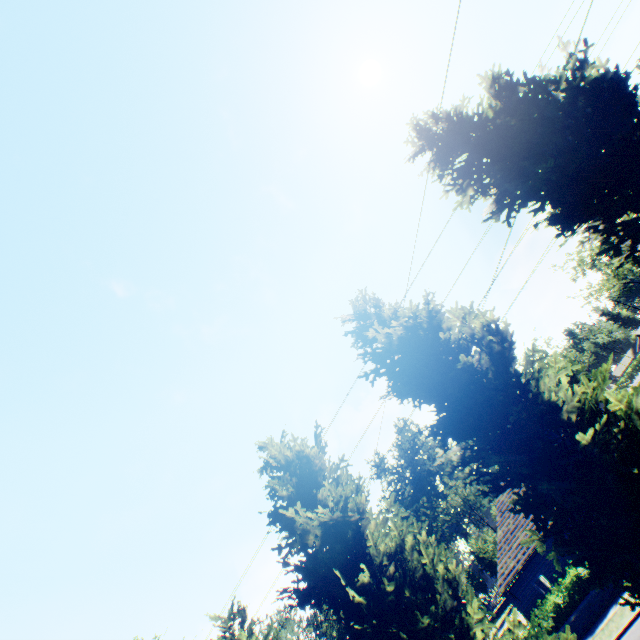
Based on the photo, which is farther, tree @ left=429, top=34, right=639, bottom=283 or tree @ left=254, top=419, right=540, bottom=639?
tree @ left=254, top=419, right=540, bottom=639

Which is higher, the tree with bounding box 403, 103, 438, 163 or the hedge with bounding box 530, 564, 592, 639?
the tree with bounding box 403, 103, 438, 163

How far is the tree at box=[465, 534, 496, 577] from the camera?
44.8m

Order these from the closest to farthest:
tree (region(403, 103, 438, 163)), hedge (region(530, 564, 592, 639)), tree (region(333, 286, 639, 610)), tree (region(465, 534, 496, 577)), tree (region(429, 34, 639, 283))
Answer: tree (region(333, 286, 639, 610))
tree (region(429, 34, 639, 283))
tree (region(403, 103, 438, 163))
hedge (region(530, 564, 592, 639))
tree (region(465, 534, 496, 577))

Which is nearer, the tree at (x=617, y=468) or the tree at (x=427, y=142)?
the tree at (x=617, y=468)

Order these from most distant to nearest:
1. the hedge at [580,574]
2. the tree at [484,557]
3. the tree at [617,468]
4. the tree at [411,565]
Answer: the tree at [484,557] < the hedge at [580,574] < the tree at [411,565] < the tree at [617,468]

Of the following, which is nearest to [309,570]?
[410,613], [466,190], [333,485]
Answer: [333,485]
